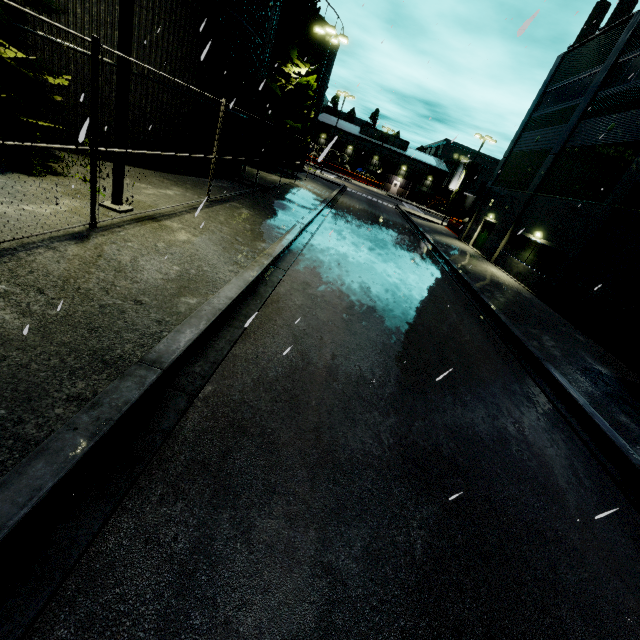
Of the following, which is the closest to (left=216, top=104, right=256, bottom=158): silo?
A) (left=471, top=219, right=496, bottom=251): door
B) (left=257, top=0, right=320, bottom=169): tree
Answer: (left=257, top=0, right=320, bottom=169): tree

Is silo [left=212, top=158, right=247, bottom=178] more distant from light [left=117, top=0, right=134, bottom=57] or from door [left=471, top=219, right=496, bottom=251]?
door [left=471, top=219, right=496, bottom=251]

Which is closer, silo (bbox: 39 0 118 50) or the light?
the light

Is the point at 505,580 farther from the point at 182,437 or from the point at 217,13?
the point at 217,13

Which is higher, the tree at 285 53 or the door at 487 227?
the tree at 285 53

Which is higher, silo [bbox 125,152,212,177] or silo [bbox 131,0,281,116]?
silo [bbox 131,0,281,116]

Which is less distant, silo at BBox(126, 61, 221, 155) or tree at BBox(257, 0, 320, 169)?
silo at BBox(126, 61, 221, 155)

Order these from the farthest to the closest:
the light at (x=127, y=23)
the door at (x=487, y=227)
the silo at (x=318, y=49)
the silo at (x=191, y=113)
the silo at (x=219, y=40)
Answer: the silo at (x=318, y=49) < the door at (x=487, y=227) < the silo at (x=191, y=113) < the silo at (x=219, y=40) < the light at (x=127, y=23)
